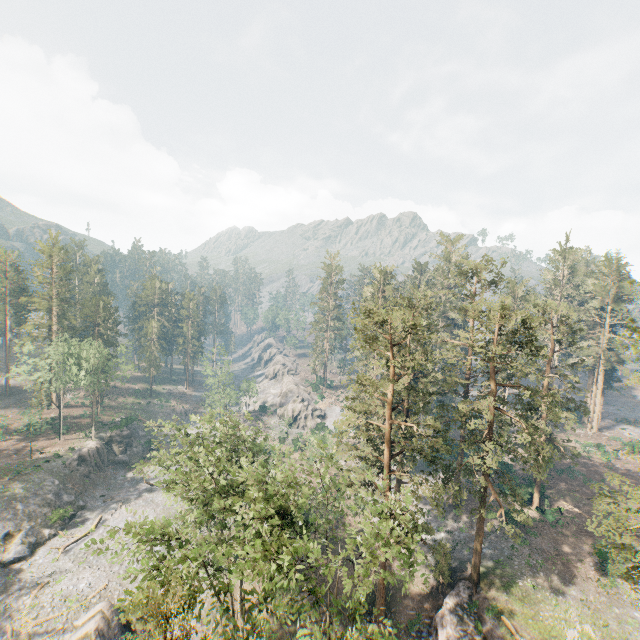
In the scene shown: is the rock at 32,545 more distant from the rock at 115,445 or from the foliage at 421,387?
the foliage at 421,387

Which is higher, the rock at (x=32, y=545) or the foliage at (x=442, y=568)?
the foliage at (x=442, y=568)

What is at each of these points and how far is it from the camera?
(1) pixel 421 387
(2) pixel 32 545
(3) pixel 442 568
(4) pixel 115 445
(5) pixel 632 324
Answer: (1) foliage, 48.66m
(2) rock, 39.06m
(3) foliage, 32.50m
(4) rock, 59.91m
(5) foliage, 59.19m

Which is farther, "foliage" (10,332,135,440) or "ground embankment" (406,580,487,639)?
"foliage" (10,332,135,440)

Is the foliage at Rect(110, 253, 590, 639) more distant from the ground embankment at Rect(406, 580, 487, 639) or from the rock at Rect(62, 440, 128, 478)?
the rock at Rect(62, 440, 128, 478)

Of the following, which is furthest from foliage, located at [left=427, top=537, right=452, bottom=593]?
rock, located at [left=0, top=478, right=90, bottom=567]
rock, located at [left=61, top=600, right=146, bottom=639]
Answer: rock, located at [left=0, top=478, right=90, bottom=567]

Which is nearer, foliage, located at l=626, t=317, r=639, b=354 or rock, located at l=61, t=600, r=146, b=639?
foliage, located at l=626, t=317, r=639, b=354

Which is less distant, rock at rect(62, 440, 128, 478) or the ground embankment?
the ground embankment
